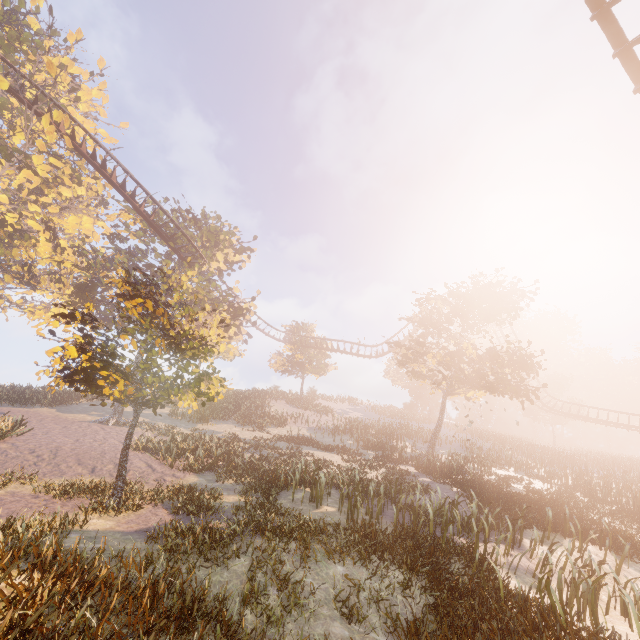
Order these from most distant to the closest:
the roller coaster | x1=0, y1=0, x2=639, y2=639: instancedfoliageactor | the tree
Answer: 1. the tree
2. the roller coaster
3. x1=0, y1=0, x2=639, y2=639: instancedfoliageactor

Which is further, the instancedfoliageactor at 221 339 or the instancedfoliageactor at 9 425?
the instancedfoliageactor at 9 425

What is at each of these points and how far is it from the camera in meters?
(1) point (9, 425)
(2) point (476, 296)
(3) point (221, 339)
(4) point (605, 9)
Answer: (1) instancedfoliageactor, 14.0 m
(2) tree, 26.1 m
(3) instancedfoliageactor, 11.8 m
(4) roller coaster, 6.5 m

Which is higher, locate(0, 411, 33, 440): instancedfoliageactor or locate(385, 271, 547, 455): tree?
locate(385, 271, 547, 455): tree

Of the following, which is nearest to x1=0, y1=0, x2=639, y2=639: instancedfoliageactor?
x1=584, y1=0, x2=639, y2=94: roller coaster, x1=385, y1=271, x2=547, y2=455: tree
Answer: x1=584, y1=0, x2=639, y2=94: roller coaster

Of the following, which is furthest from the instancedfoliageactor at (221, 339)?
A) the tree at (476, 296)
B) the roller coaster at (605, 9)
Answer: the tree at (476, 296)

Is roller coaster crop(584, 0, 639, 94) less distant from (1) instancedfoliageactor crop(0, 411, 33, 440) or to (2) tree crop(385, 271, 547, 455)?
(1) instancedfoliageactor crop(0, 411, 33, 440)
